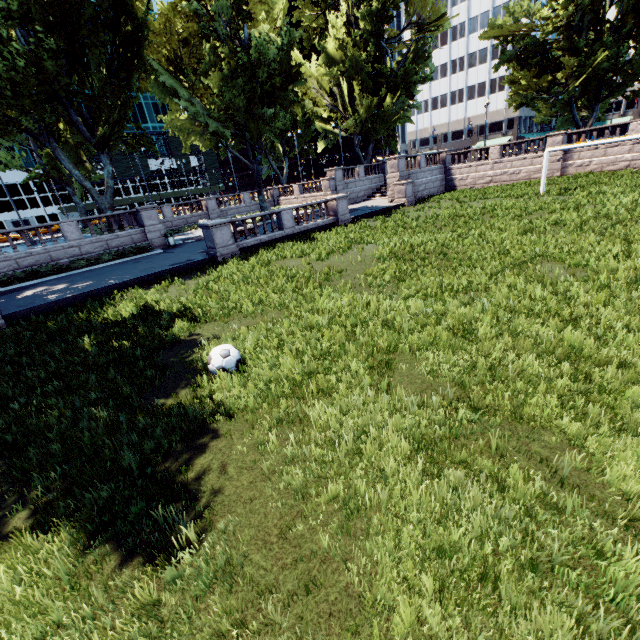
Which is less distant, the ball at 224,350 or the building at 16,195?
the ball at 224,350

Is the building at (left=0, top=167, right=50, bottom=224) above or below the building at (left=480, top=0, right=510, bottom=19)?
below

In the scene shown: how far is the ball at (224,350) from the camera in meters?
6.4

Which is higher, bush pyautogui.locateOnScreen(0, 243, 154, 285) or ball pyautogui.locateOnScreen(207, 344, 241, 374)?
bush pyautogui.locateOnScreen(0, 243, 154, 285)

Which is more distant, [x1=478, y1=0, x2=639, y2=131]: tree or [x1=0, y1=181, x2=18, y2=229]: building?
[x1=0, y1=181, x2=18, y2=229]: building

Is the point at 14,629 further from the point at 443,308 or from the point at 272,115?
the point at 272,115

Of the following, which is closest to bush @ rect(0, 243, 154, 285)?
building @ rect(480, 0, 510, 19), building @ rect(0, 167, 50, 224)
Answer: building @ rect(0, 167, 50, 224)

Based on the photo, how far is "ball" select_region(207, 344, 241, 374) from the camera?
6.37m
